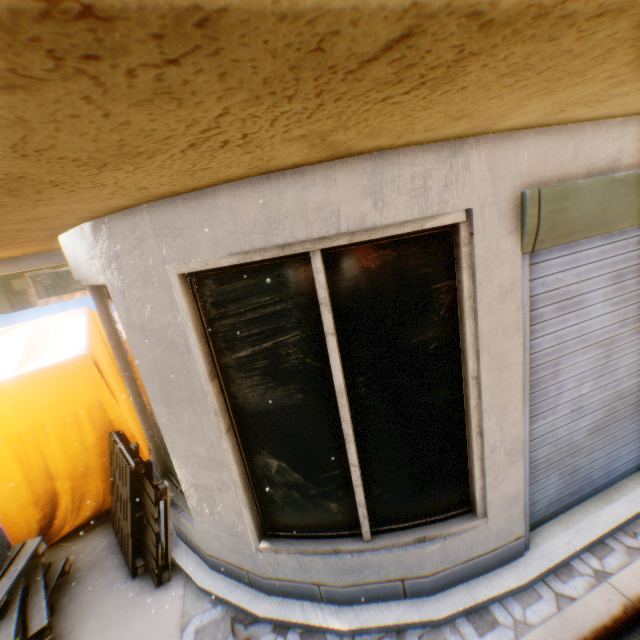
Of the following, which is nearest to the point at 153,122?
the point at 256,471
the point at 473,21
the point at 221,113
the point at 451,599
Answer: the point at 221,113

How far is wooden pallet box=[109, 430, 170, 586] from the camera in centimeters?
312cm

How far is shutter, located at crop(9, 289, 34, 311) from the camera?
16.1 meters

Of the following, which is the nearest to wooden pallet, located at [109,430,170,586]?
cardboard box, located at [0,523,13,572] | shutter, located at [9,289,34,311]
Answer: cardboard box, located at [0,523,13,572]

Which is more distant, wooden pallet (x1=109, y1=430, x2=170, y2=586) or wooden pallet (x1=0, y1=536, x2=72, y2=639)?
wooden pallet (x1=109, y1=430, x2=170, y2=586)

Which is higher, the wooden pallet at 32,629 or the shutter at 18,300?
the shutter at 18,300

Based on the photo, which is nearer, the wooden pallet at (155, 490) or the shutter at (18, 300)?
the wooden pallet at (155, 490)

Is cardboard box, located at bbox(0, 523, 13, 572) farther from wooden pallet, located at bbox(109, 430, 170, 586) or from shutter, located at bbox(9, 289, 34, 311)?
shutter, located at bbox(9, 289, 34, 311)
